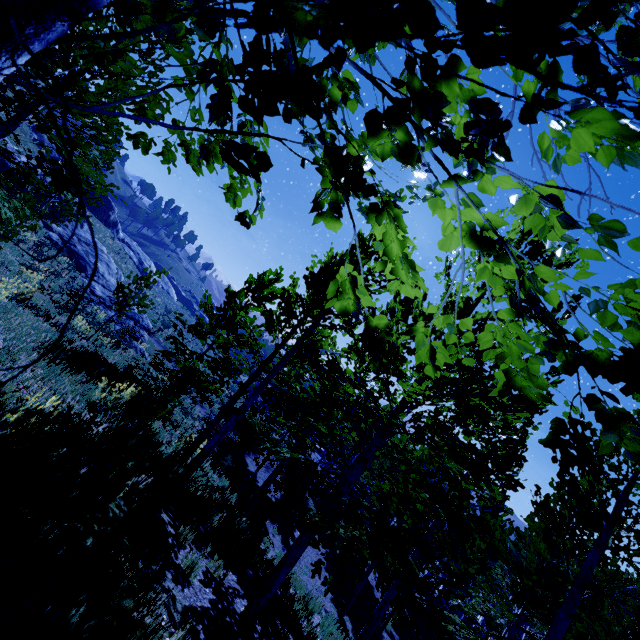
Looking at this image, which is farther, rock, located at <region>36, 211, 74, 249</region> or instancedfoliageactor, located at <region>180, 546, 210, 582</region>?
rock, located at <region>36, 211, 74, 249</region>

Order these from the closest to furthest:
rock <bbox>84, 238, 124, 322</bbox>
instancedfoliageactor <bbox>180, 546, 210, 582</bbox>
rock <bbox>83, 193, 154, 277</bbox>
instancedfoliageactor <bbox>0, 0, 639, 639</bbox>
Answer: instancedfoliageactor <bbox>0, 0, 639, 639</bbox> → instancedfoliageactor <bbox>180, 546, 210, 582</bbox> → rock <bbox>84, 238, 124, 322</bbox> → rock <bbox>83, 193, 154, 277</bbox>

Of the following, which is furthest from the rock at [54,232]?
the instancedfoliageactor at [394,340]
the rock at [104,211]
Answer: the rock at [104,211]

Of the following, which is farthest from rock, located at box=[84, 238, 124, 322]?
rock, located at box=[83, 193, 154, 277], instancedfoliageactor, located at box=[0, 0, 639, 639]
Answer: rock, located at box=[83, 193, 154, 277]

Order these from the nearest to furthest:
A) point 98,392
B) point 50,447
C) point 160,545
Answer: point 50,447 < point 160,545 < point 98,392

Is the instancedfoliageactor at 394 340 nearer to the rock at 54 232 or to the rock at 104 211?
the rock at 54 232
